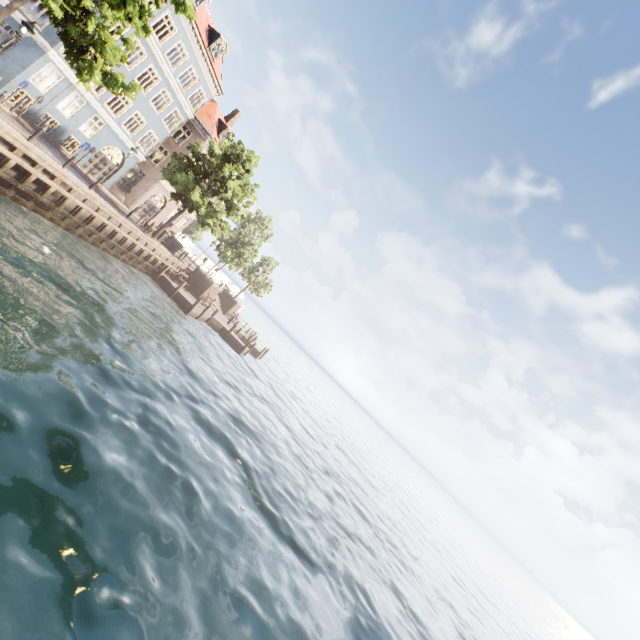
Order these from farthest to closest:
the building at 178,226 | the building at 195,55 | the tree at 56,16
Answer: the building at 178,226
the building at 195,55
the tree at 56,16

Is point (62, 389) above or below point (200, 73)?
below

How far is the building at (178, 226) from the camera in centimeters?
3706cm

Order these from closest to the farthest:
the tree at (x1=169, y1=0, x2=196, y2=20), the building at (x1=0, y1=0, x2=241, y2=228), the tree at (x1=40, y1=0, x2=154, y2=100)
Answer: the tree at (x1=40, y1=0, x2=154, y2=100) → the tree at (x1=169, y1=0, x2=196, y2=20) → the building at (x1=0, y1=0, x2=241, y2=228)

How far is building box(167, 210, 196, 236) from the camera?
37.06m

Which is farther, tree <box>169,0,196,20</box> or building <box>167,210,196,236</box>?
building <box>167,210,196,236</box>

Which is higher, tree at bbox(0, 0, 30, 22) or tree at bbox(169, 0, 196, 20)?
tree at bbox(169, 0, 196, 20)
